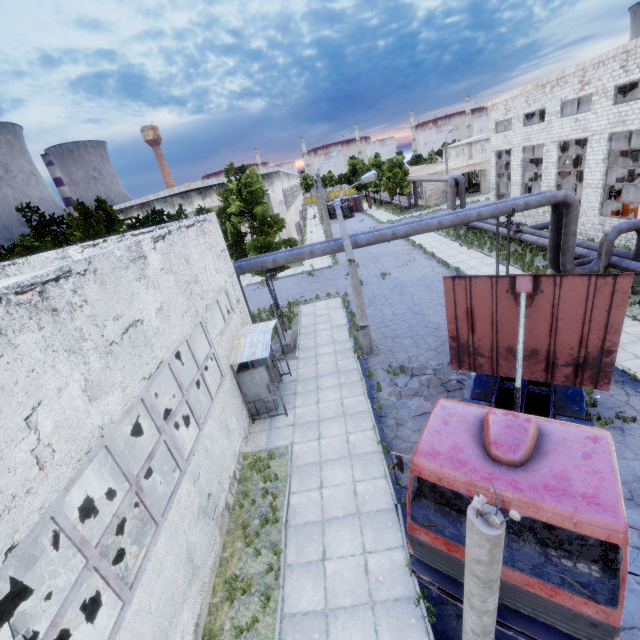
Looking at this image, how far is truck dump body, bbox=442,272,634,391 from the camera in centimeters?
585cm

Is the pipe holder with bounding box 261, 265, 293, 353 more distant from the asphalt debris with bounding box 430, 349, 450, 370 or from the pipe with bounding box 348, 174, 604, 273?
the asphalt debris with bounding box 430, 349, 450, 370

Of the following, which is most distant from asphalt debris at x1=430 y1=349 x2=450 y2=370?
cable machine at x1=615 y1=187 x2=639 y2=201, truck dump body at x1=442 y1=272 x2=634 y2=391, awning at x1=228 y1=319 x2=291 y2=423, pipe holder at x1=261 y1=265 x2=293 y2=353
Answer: cable machine at x1=615 y1=187 x2=639 y2=201

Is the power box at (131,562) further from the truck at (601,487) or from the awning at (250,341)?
the awning at (250,341)

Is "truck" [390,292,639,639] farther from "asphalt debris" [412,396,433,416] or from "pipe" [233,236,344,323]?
"pipe" [233,236,344,323]

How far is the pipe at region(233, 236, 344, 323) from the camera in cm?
1565

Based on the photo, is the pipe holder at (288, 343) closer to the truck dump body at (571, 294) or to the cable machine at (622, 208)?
the truck dump body at (571, 294)

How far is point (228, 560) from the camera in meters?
8.3 m
